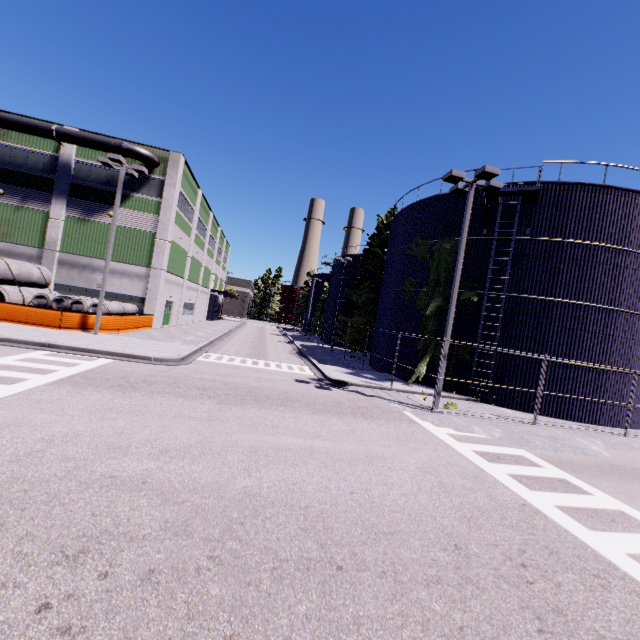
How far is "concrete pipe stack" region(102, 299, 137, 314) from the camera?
21.5 meters

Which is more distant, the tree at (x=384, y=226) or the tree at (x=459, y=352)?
the tree at (x=384, y=226)

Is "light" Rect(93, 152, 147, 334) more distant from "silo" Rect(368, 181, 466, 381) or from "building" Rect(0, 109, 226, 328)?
"building" Rect(0, 109, 226, 328)

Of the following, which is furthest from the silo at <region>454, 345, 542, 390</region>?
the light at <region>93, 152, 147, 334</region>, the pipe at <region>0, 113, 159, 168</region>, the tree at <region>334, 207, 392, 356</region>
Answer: the pipe at <region>0, 113, 159, 168</region>

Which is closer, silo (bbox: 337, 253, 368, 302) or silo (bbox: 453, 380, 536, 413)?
silo (bbox: 453, 380, 536, 413)

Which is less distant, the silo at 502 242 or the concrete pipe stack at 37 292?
the silo at 502 242

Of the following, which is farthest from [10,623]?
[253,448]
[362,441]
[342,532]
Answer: [362,441]

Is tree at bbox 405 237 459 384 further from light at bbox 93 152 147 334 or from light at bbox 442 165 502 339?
light at bbox 93 152 147 334
